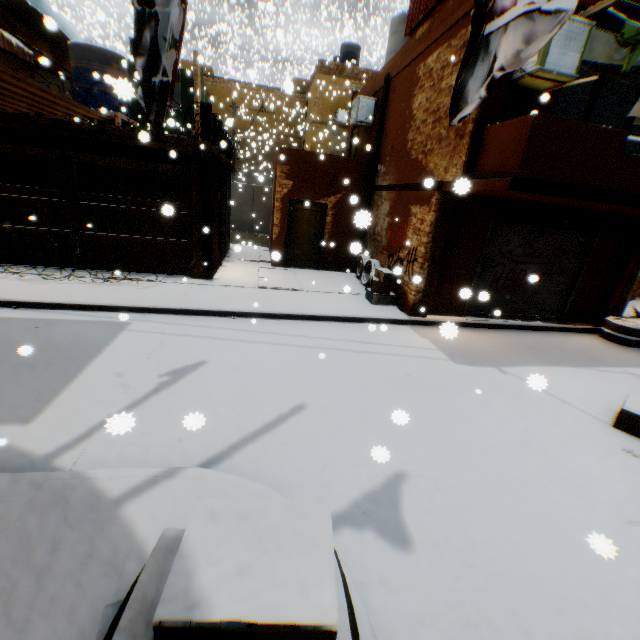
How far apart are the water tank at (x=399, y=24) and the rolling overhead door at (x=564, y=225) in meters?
7.6

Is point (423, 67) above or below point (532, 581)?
above

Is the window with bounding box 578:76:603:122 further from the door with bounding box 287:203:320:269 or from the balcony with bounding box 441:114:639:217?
the door with bounding box 287:203:320:269

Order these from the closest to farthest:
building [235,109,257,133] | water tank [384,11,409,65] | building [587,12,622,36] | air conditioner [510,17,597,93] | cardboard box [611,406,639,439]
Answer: cardboard box [611,406,639,439]
air conditioner [510,17,597,93]
building [587,12,622,36]
water tank [384,11,409,65]
building [235,109,257,133]

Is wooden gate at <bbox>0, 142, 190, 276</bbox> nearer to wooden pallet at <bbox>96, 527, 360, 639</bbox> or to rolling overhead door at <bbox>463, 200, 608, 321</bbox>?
rolling overhead door at <bbox>463, 200, 608, 321</bbox>

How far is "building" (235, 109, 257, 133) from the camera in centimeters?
2947cm

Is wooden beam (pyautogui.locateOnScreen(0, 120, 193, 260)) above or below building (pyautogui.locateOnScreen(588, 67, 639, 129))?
below

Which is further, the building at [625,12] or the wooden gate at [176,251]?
the wooden gate at [176,251]
